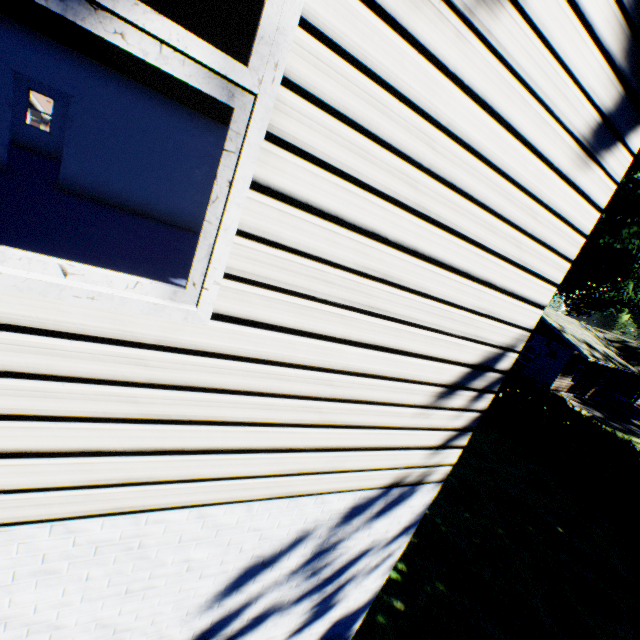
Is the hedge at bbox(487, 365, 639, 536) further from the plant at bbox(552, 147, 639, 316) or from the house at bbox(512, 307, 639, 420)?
the house at bbox(512, 307, 639, 420)

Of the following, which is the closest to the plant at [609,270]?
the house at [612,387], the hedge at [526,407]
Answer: the house at [612,387]

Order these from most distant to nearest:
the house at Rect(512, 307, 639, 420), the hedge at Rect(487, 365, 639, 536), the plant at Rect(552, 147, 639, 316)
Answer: the house at Rect(512, 307, 639, 420) < the plant at Rect(552, 147, 639, 316) < the hedge at Rect(487, 365, 639, 536)

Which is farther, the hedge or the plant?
the plant

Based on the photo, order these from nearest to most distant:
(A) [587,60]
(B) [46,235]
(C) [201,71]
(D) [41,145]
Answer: (C) [201,71]
(A) [587,60]
(B) [46,235]
(D) [41,145]

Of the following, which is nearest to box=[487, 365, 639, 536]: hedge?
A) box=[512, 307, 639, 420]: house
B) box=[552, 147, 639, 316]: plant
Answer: box=[552, 147, 639, 316]: plant
